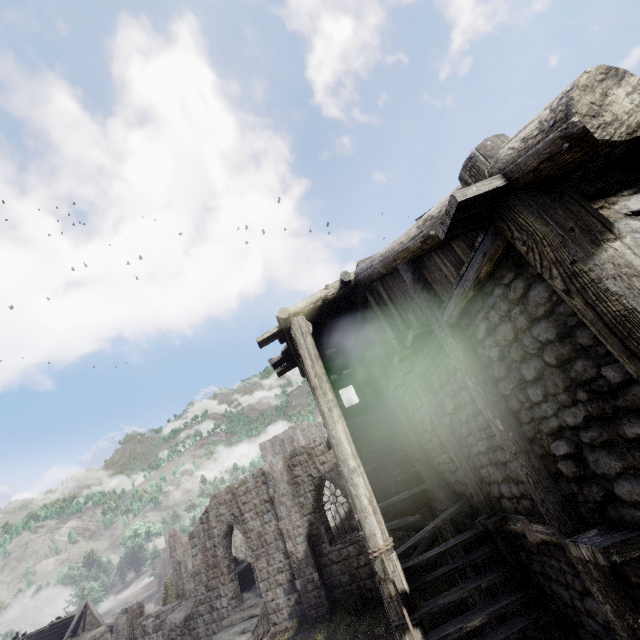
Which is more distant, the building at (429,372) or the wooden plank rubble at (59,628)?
the wooden plank rubble at (59,628)

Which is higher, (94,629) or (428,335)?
(428,335)

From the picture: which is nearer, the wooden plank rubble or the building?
the building
